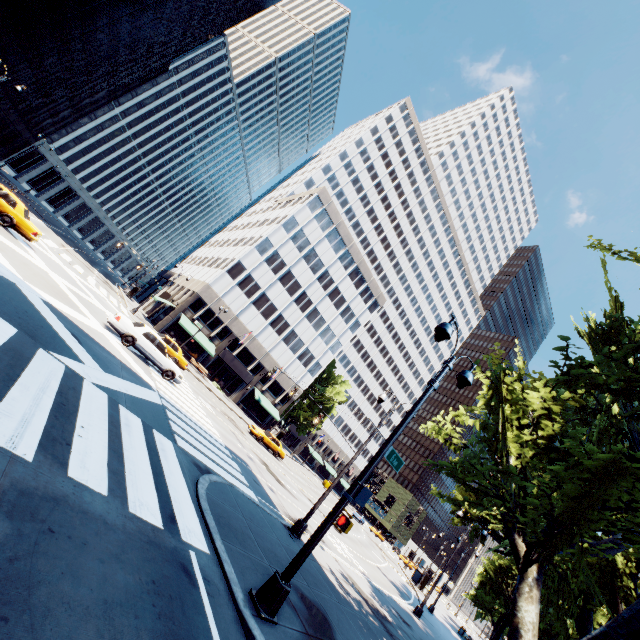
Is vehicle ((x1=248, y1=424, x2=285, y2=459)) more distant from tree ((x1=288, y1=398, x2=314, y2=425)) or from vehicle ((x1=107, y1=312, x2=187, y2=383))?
tree ((x1=288, y1=398, x2=314, y2=425))

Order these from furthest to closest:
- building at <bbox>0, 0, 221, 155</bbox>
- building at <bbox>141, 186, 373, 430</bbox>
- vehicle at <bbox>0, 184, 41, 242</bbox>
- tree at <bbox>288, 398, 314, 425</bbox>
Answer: tree at <bbox>288, 398, 314, 425</bbox> < building at <bbox>141, 186, 373, 430</bbox> < building at <bbox>0, 0, 221, 155</bbox> < vehicle at <bbox>0, 184, 41, 242</bbox>

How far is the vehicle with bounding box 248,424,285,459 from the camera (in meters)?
32.03

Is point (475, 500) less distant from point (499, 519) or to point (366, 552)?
point (499, 519)

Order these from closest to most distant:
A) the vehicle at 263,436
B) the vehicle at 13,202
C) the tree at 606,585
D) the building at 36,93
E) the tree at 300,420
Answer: the tree at 606,585
the vehicle at 13,202
the vehicle at 263,436
the building at 36,93
the tree at 300,420

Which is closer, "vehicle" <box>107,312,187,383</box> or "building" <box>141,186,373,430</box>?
"vehicle" <box>107,312,187,383</box>

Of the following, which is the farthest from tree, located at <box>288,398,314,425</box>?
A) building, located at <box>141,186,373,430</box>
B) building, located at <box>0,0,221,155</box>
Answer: building, located at <box>0,0,221,155</box>

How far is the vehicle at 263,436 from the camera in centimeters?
3203cm
